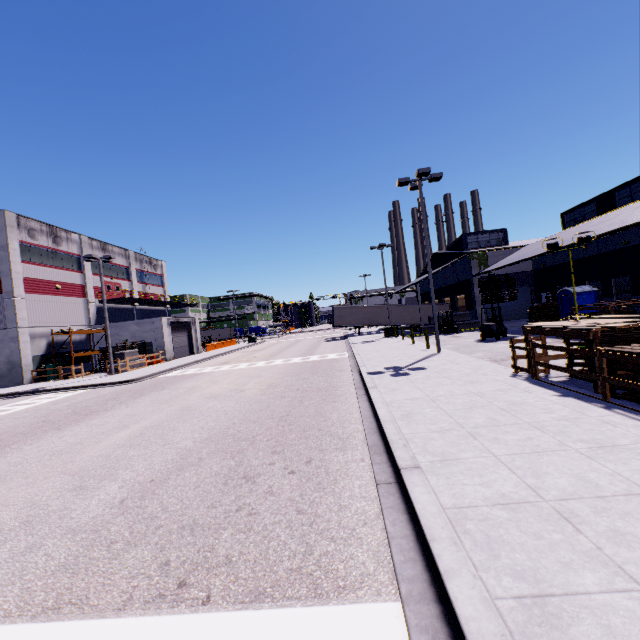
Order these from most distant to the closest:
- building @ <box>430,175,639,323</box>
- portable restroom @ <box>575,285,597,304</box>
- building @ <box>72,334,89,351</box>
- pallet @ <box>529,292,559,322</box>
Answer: building @ <box>72,334,89,351</box> < pallet @ <box>529,292,559,322</box> < building @ <box>430,175,639,323</box> < portable restroom @ <box>575,285,597,304</box>

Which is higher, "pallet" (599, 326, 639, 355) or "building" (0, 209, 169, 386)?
"building" (0, 209, 169, 386)

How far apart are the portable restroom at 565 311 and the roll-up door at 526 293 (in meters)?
11.79

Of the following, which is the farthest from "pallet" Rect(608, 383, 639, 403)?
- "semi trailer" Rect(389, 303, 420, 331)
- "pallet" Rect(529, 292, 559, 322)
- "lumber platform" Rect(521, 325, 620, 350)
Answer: "pallet" Rect(529, 292, 559, 322)

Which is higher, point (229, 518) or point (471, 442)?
point (471, 442)

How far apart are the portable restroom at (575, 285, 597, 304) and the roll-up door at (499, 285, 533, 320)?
11.8 meters

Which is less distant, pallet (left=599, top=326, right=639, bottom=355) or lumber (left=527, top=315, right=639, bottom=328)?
pallet (left=599, top=326, right=639, bottom=355)

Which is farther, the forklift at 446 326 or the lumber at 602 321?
the forklift at 446 326
